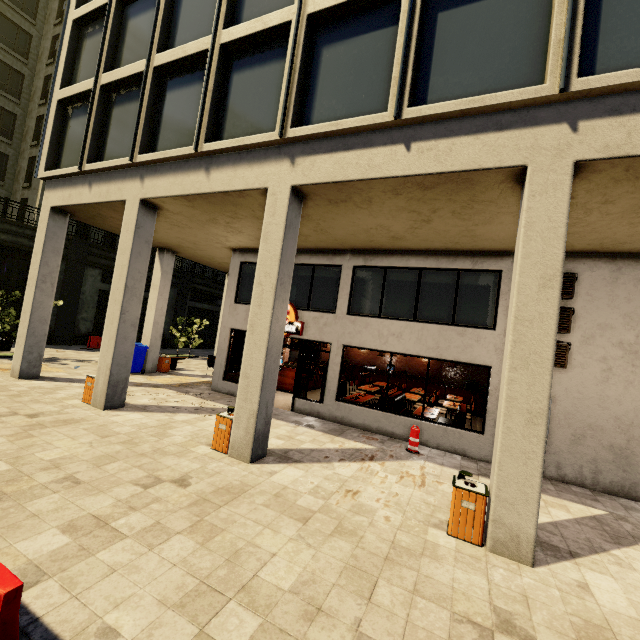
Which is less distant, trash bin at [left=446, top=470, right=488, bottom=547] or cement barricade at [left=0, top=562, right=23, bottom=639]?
cement barricade at [left=0, top=562, right=23, bottom=639]

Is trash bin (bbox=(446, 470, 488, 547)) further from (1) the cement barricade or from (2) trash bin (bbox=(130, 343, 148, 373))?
(2) trash bin (bbox=(130, 343, 148, 373))

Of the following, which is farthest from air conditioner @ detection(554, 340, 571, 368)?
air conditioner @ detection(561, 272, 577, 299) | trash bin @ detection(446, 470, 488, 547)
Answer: trash bin @ detection(446, 470, 488, 547)

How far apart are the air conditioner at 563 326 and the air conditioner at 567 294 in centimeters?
20cm

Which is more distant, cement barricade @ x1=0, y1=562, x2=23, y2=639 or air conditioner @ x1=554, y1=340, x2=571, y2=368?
air conditioner @ x1=554, y1=340, x2=571, y2=368

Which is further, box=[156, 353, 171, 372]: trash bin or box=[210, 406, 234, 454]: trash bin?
box=[156, 353, 171, 372]: trash bin

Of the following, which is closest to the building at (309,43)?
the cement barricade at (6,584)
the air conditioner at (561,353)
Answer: the air conditioner at (561,353)

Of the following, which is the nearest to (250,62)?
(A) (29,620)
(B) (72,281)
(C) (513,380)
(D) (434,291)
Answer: (D) (434,291)
